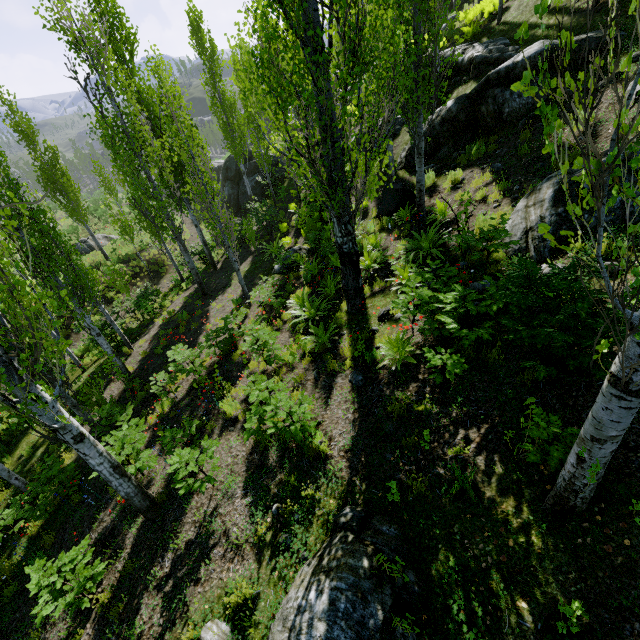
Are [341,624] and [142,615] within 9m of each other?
yes

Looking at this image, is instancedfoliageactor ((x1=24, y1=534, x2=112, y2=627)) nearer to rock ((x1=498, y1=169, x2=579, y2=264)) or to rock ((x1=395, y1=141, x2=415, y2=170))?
rock ((x1=395, y1=141, x2=415, y2=170))

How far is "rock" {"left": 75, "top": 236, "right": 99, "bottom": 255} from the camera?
25.17m

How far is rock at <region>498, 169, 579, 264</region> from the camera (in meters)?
5.82

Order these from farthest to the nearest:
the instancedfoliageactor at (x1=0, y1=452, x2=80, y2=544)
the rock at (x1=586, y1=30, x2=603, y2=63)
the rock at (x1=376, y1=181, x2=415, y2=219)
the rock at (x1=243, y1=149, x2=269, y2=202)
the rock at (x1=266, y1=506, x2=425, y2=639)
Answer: the rock at (x1=243, y1=149, x2=269, y2=202)
the rock at (x1=376, y1=181, x2=415, y2=219)
the rock at (x1=586, y1=30, x2=603, y2=63)
the instancedfoliageactor at (x1=0, y1=452, x2=80, y2=544)
the rock at (x1=266, y1=506, x2=425, y2=639)

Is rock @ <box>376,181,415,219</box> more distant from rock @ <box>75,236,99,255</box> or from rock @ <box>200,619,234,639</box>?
rock @ <box>75,236,99,255</box>

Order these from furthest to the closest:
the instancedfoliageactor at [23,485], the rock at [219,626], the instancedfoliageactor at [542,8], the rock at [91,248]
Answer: the rock at [91,248]
the instancedfoliageactor at [23,485]
the rock at [219,626]
the instancedfoliageactor at [542,8]

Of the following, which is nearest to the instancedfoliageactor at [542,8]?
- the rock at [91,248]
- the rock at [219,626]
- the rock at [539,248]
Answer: the rock at [219,626]
